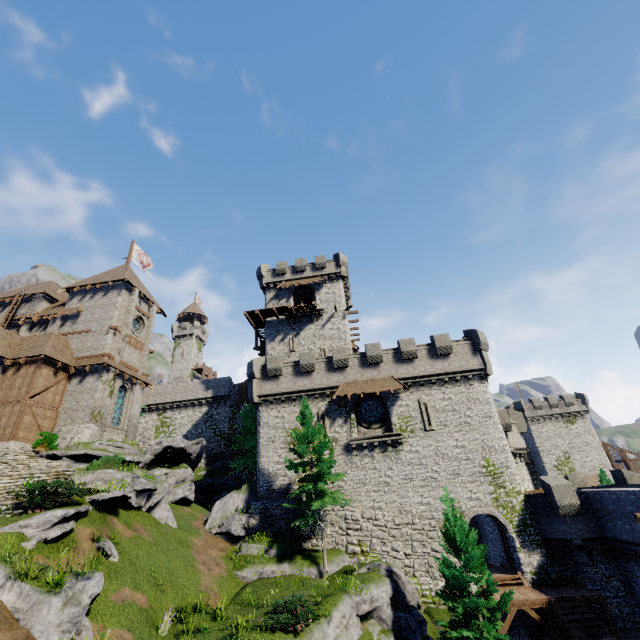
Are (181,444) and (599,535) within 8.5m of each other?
no

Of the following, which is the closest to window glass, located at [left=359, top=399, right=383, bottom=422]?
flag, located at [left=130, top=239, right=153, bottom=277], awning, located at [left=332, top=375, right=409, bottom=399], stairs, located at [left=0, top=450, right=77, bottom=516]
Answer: awning, located at [left=332, top=375, right=409, bottom=399]

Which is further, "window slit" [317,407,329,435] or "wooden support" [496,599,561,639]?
"window slit" [317,407,329,435]

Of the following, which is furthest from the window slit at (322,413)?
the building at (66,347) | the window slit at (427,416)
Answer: the building at (66,347)

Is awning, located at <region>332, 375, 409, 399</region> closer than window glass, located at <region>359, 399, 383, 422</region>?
Yes

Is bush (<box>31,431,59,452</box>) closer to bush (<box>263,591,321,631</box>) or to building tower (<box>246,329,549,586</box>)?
building tower (<box>246,329,549,586</box>)

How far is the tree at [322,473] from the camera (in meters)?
19.84

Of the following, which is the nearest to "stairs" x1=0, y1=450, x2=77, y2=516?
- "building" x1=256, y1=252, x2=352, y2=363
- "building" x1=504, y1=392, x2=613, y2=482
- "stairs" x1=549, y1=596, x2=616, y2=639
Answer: "building" x1=256, y1=252, x2=352, y2=363
